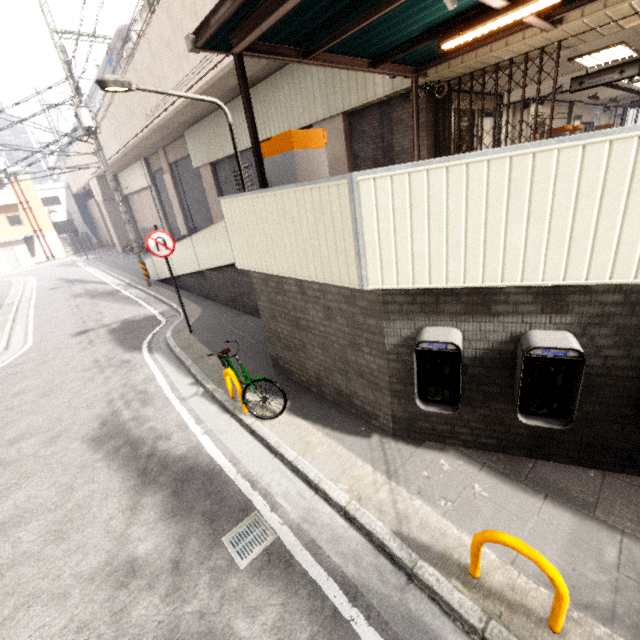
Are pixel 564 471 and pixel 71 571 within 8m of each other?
yes

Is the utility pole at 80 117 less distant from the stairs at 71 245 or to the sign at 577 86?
the sign at 577 86

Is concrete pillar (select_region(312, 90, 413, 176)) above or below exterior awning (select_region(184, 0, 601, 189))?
below

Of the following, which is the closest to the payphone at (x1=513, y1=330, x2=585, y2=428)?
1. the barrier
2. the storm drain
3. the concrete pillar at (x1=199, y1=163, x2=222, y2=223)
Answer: the barrier

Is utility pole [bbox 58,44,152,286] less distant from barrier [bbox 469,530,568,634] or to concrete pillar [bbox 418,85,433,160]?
concrete pillar [bbox 418,85,433,160]

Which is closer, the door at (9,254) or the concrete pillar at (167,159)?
the concrete pillar at (167,159)

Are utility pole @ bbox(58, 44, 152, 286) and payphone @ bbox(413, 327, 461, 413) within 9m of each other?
no

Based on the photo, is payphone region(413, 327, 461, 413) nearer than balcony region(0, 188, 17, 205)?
Yes
